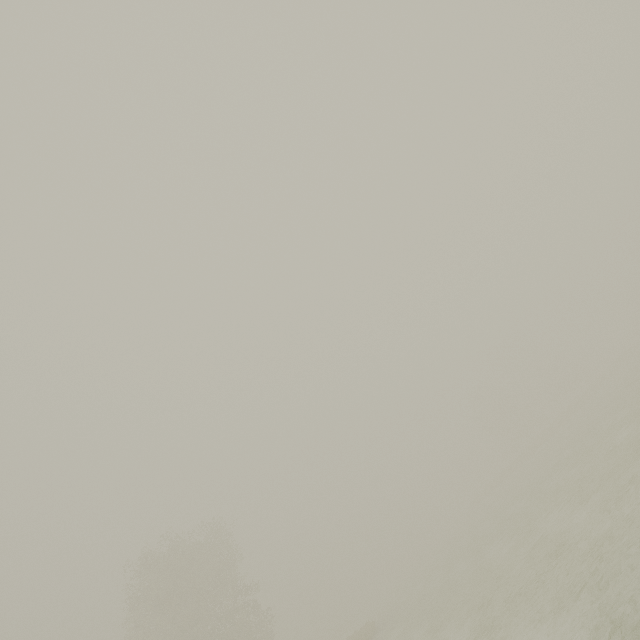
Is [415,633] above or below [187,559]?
below
